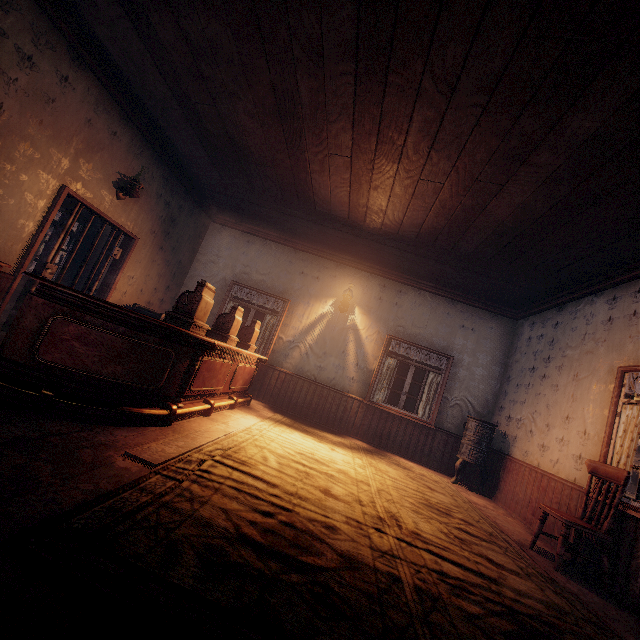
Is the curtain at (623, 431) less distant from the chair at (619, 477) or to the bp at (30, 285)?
the chair at (619, 477)

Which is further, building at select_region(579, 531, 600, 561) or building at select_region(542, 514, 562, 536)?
building at select_region(542, 514, 562, 536)

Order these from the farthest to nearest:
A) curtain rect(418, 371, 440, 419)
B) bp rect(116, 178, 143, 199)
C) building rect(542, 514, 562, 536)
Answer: curtain rect(418, 371, 440, 419)
bp rect(116, 178, 143, 199)
building rect(542, 514, 562, 536)

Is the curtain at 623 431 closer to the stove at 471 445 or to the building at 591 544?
the building at 591 544

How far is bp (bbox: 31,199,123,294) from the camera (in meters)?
4.61

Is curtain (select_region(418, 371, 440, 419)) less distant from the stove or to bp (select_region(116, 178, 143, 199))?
the stove

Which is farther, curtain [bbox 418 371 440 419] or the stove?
curtain [bbox 418 371 440 419]

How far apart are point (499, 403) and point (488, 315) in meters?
2.0 m
